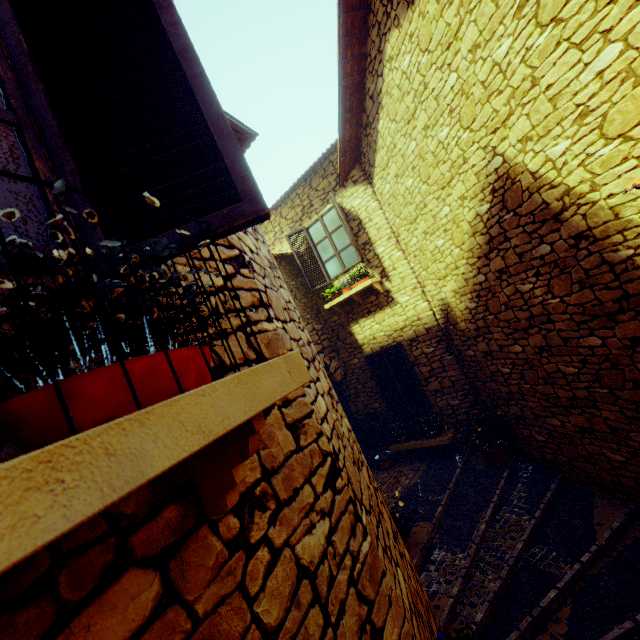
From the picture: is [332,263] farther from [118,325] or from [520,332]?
[118,325]

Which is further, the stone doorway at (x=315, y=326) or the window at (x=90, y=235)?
the stone doorway at (x=315, y=326)

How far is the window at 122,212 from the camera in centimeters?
100cm

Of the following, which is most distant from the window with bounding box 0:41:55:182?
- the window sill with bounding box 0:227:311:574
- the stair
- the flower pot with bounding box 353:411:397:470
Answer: the stair

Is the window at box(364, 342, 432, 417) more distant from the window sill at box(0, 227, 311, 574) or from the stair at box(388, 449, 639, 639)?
the window sill at box(0, 227, 311, 574)

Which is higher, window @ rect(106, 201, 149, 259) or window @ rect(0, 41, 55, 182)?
window @ rect(0, 41, 55, 182)

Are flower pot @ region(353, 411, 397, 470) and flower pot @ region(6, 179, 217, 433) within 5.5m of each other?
no

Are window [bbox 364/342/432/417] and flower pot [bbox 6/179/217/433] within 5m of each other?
no
